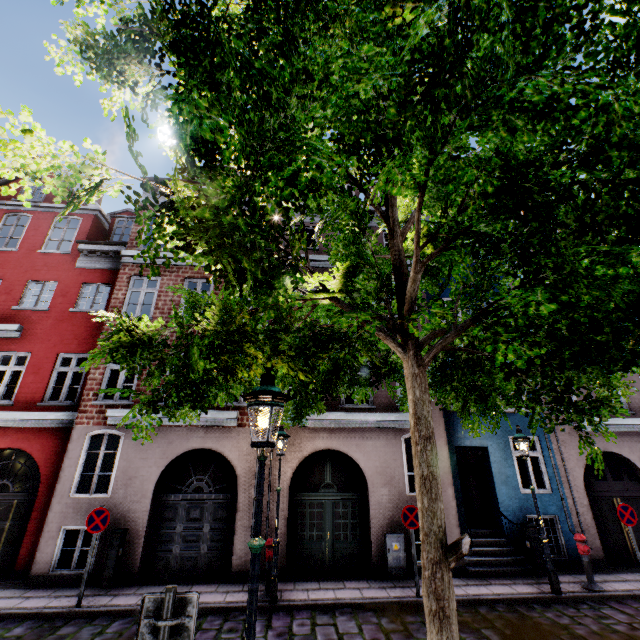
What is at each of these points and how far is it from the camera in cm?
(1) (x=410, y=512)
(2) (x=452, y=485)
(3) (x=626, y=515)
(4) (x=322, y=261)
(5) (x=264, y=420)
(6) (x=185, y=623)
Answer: (1) sign, 842
(2) building, 1025
(3) sign, 884
(4) building, 1308
(5) street light, 318
(6) sign, 283

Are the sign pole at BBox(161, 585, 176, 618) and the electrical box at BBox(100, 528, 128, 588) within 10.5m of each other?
yes

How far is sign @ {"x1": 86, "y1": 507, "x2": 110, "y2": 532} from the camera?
7.7m

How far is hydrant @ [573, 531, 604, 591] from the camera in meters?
8.2

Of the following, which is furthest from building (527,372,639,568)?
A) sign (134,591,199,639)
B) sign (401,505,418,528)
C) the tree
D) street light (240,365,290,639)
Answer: sign (134,591,199,639)

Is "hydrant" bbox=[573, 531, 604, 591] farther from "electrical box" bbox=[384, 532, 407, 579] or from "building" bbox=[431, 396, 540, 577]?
A: "electrical box" bbox=[384, 532, 407, 579]

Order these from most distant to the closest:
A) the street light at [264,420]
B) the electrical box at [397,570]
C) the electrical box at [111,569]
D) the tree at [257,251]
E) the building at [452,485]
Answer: the building at [452,485] < the electrical box at [397,570] < the electrical box at [111,569] < the street light at [264,420] < the tree at [257,251]

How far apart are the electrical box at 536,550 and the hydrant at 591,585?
0.87m
